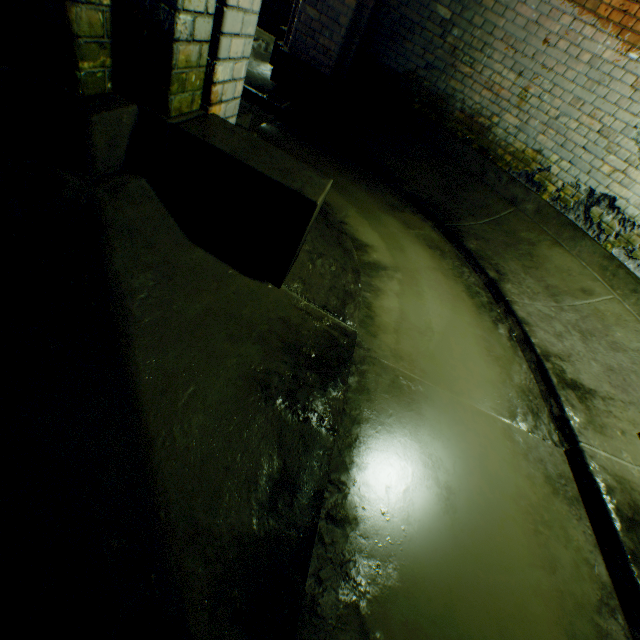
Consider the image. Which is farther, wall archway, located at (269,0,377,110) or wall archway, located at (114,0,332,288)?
wall archway, located at (269,0,377,110)

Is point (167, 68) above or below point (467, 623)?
above

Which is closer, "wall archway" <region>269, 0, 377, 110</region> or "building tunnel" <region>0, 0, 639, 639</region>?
"building tunnel" <region>0, 0, 639, 639</region>

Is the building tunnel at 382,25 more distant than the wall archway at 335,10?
No

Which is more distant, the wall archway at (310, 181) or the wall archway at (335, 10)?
the wall archway at (335, 10)
